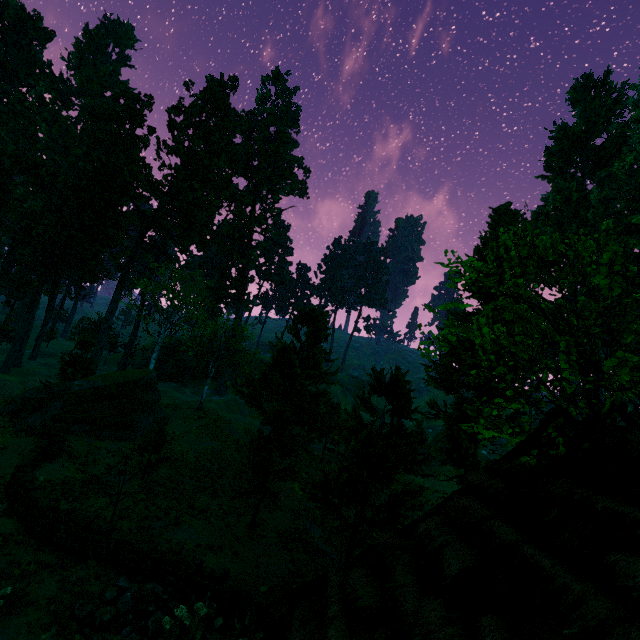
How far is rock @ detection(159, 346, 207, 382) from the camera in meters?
53.5

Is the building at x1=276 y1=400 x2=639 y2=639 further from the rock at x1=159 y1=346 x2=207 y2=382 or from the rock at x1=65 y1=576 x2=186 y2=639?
the rock at x1=159 y1=346 x2=207 y2=382

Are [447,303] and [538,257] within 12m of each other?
yes

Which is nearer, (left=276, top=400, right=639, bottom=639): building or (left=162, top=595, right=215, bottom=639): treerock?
(left=276, top=400, right=639, bottom=639): building

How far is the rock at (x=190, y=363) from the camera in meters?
53.5 m

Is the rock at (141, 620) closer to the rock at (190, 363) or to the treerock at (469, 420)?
the treerock at (469, 420)

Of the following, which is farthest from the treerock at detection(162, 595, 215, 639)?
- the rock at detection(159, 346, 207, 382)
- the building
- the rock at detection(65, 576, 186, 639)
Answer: the rock at detection(65, 576, 186, 639)

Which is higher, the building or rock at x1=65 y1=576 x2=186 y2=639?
the building
